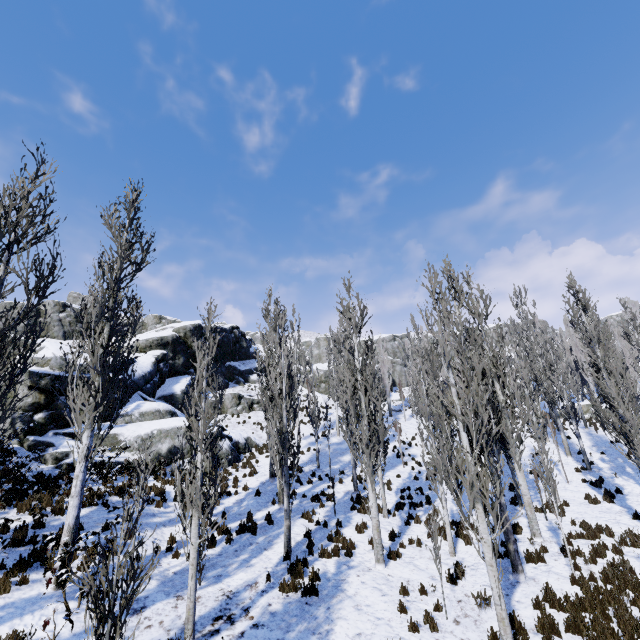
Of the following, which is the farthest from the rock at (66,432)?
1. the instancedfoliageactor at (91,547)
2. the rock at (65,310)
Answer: the rock at (65,310)

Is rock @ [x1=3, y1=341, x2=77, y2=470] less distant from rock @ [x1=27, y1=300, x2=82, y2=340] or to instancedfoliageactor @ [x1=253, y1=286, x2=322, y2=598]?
instancedfoliageactor @ [x1=253, y1=286, x2=322, y2=598]

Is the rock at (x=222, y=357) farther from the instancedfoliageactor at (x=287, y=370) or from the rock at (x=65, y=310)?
the rock at (x=65, y=310)

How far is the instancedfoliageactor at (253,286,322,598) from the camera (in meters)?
10.22

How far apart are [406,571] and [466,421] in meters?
6.4 m

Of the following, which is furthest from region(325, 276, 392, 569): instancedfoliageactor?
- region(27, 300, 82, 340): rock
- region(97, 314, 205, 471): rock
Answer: region(27, 300, 82, 340): rock
